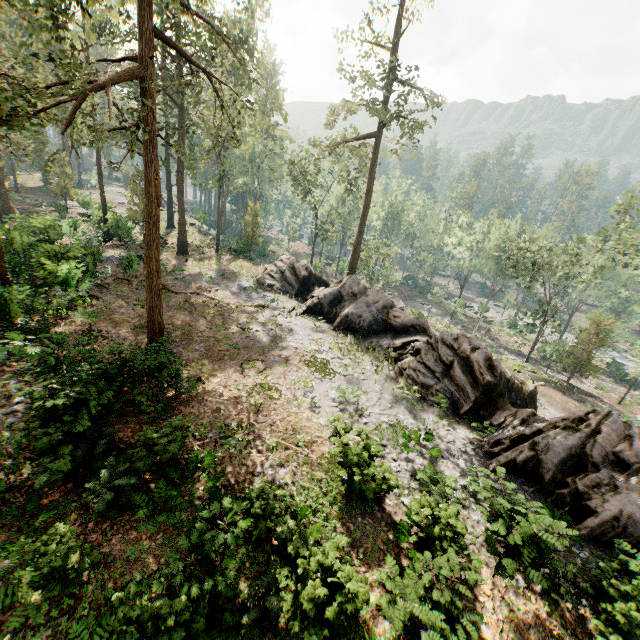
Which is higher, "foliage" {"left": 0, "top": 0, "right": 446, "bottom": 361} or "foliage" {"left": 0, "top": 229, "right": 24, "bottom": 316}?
"foliage" {"left": 0, "top": 0, "right": 446, "bottom": 361}

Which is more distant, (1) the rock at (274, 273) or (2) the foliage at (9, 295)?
(2) the foliage at (9, 295)

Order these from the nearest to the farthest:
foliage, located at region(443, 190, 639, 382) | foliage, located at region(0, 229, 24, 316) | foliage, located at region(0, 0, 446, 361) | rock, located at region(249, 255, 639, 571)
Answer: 1. foliage, located at region(0, 0, 446, 361)
2. rock, located at region(249, 255, 639, 571)
3. foliage, located at region(0, 229, 24, 316)
4. foliage, located at region(443, 190, 639, 382)

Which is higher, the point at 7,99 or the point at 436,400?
the point at 7,99

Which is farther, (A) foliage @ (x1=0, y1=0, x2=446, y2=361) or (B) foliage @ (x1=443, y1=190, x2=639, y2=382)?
(B) foliage @ (x1=443, y1=190, x2=639, y2=382)

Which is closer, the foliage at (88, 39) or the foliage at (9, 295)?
the foliage at (88, 39)

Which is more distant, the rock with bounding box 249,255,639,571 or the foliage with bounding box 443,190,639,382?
the foliage with bounding box 443,190,639,382
